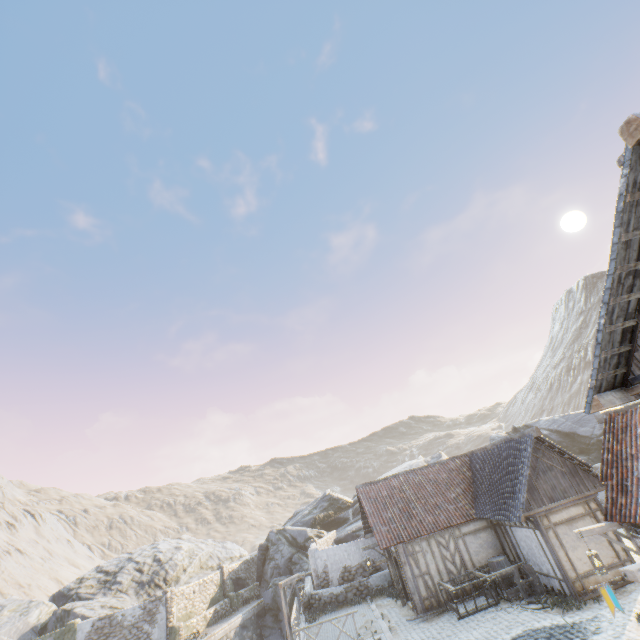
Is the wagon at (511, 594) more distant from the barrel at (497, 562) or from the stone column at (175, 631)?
the stone column at (175, 631)

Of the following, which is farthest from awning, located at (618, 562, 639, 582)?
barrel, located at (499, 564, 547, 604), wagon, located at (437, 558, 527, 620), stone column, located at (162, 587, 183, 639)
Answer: stone column, located at (162, 587, 183, 639)

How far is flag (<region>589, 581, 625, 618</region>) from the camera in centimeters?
657cm

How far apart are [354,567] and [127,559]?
26.5m

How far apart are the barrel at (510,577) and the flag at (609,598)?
8.67m

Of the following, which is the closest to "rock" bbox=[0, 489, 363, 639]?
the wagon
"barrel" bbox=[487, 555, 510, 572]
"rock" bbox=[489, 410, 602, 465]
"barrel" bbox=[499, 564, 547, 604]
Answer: "rock" bbox=[489, 410, 602, 465]

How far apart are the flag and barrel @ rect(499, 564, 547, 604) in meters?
8.7

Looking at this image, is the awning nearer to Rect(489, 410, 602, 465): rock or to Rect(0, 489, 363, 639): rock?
Rect(489, 410, 602, 465): rock
